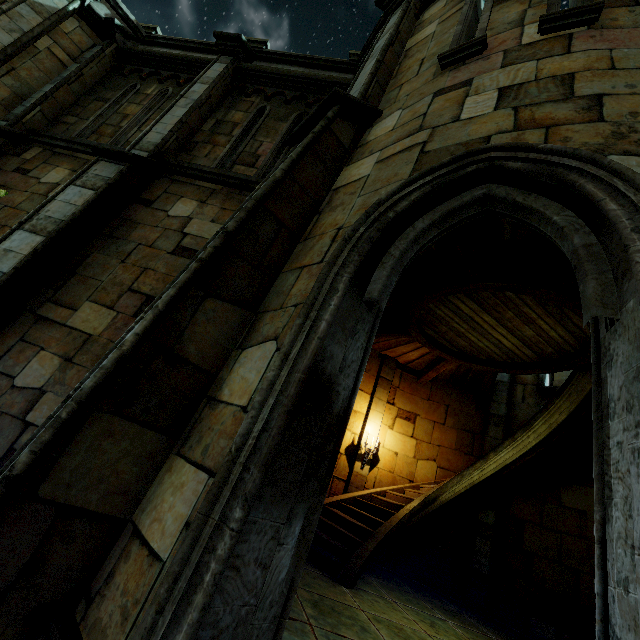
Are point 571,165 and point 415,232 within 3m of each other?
yes
